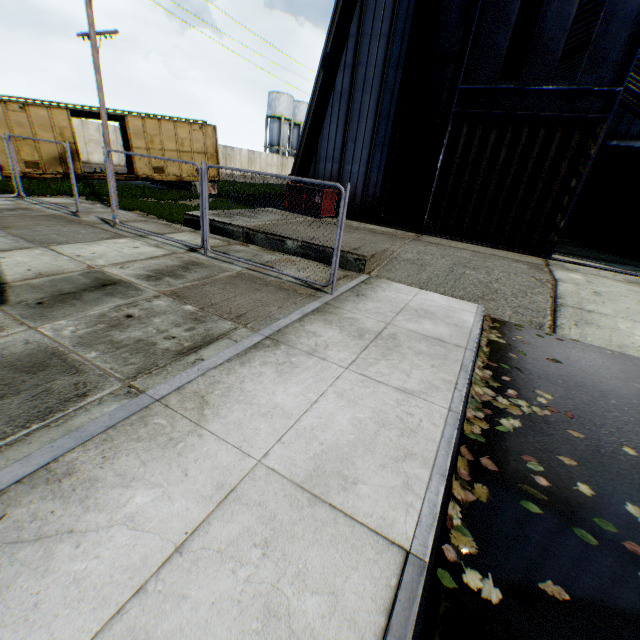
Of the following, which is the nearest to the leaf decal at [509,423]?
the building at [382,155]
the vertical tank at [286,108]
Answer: the building at [382,155]

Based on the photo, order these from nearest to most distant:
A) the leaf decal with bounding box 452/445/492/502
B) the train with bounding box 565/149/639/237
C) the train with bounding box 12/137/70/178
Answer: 1. the leaf decal with bounding box 452/445/492/502
2. the train with bounding box 565/149/639/237
3. the train with bounding box 12/137/70/178

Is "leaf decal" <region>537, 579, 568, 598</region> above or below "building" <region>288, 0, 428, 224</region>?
below

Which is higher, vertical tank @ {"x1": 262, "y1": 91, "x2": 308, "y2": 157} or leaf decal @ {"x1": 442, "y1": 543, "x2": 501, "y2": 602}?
vertical tank @ {"x1": 262, "y1": 91, "x2": 308, "y2": 157}

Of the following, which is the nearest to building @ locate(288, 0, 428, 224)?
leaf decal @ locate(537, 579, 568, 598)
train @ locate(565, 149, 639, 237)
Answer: train @ locate(565, 149, 639, 237)

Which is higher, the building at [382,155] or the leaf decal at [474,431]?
the building at [382,155]

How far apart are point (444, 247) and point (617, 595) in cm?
999

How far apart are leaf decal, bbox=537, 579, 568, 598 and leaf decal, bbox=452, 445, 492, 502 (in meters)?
0.63
